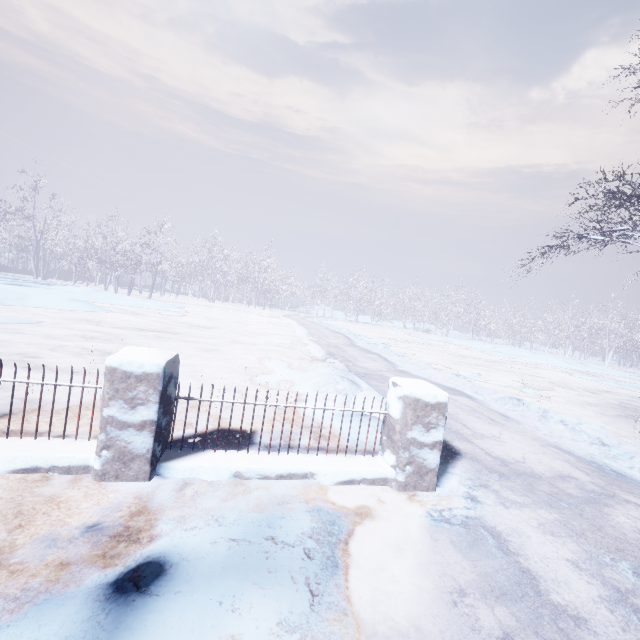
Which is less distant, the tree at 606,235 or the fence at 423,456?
the fence at 423,456

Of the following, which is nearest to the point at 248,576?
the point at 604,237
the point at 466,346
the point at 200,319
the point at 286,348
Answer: the point at 604,237

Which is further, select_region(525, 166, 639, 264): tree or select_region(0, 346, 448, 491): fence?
select_region(525, 166, 639, 264): tree

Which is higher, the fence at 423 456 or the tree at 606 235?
the tree at 606 235

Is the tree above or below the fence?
above
